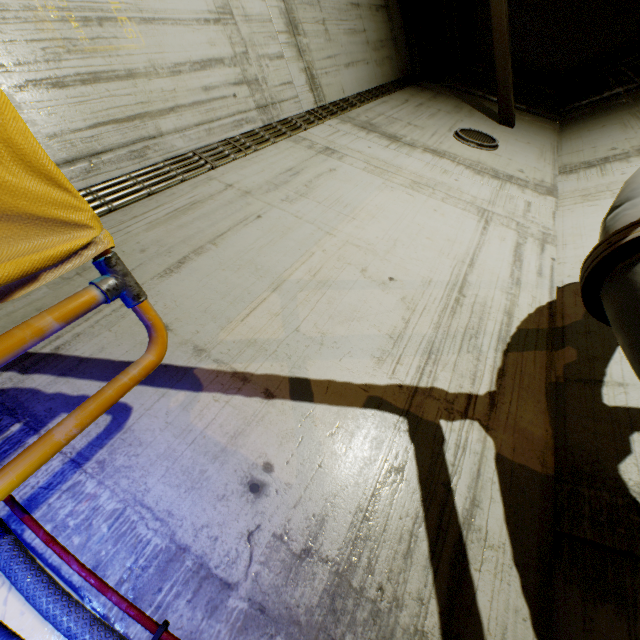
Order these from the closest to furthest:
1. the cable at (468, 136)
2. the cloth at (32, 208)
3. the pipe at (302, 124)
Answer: the cloth at (32, 208) → the pipe at (302, 124) → the cable at (468, 136)

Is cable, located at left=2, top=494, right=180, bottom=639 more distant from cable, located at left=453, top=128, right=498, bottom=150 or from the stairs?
cable, located at left=453, top=128, right=498, bottom=150

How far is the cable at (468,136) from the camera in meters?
5.6

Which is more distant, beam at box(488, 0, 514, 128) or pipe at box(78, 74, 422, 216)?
beam at box(488, 0, 514, 128)

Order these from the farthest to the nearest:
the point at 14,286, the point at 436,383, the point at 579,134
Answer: the point at 579,134 < the point at 436,383 < the point at 14,286

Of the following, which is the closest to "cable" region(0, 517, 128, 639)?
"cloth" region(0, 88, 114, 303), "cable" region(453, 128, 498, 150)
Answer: "cloth" region(0, 88, 114, 303)

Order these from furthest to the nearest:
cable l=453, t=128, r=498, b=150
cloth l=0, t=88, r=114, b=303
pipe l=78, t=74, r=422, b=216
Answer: cable l=453, t=128, r=498, b=150 → pipe l=78, t=74, r=422, b=216 → cloth l=0, t=88, r=114, b=303
